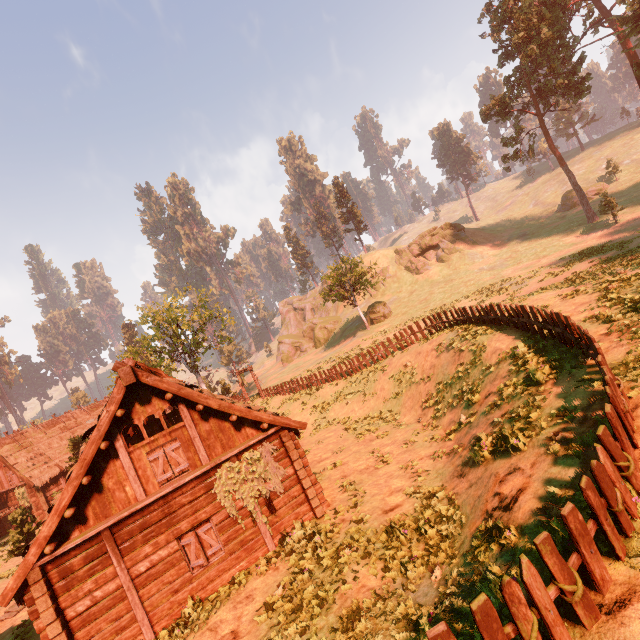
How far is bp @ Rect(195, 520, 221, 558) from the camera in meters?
10.5 m

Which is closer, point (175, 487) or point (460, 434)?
point (175, 487)

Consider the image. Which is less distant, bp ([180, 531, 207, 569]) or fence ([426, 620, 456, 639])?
fence ([426, 620, 456, 639])

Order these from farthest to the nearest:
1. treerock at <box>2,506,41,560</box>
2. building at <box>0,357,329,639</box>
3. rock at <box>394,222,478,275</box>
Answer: rock at <box>394,222,478,275</box>
treerock at <box>2,506,41,560</box>
building at <box>0,357,329,639</box>

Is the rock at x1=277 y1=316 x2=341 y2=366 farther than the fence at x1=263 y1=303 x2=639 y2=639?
Yes

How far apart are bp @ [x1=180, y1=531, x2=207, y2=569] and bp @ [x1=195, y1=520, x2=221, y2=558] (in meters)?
0.17

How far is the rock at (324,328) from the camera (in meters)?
54.31

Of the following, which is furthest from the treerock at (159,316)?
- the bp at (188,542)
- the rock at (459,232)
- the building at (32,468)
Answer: the bp at (188,542)
